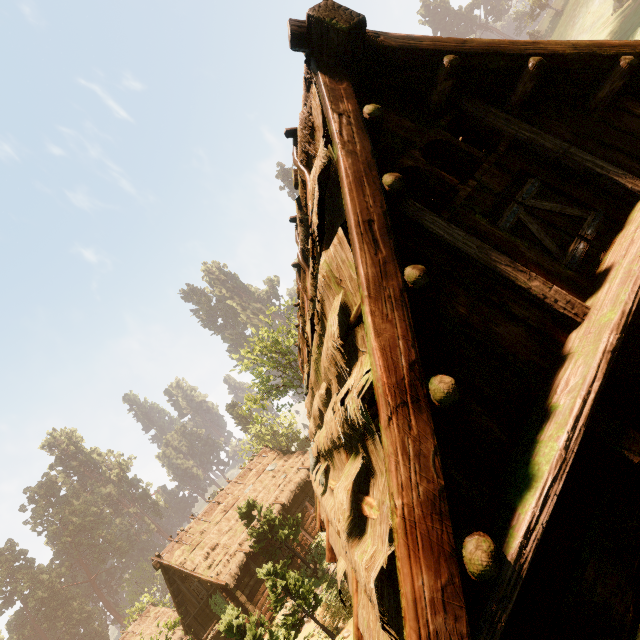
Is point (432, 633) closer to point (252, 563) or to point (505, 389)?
point (505, 389)

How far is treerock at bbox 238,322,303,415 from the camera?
30.2 meters

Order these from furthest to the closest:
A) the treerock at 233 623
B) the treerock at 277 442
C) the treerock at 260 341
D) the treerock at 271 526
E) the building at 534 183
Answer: the treerock at 277 442
the treerock at 260 341
the treerock at 271 526
the treerock at 233 623
the building at 534 183

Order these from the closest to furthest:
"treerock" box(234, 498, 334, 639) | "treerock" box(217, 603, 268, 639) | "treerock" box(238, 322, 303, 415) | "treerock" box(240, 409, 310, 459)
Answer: "treerock" box(217, 603, 268, 639) < "treerock" box(234, 498, 334, 639) < "treerock" box(238, 322, 303, 415) < "treerock" box(240, 409, 310, 459)

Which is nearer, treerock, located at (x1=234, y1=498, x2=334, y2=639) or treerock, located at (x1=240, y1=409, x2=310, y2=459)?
treerock, located at (x1=234, y1=498, x2=334, y2=639)

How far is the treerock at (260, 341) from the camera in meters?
30.2
